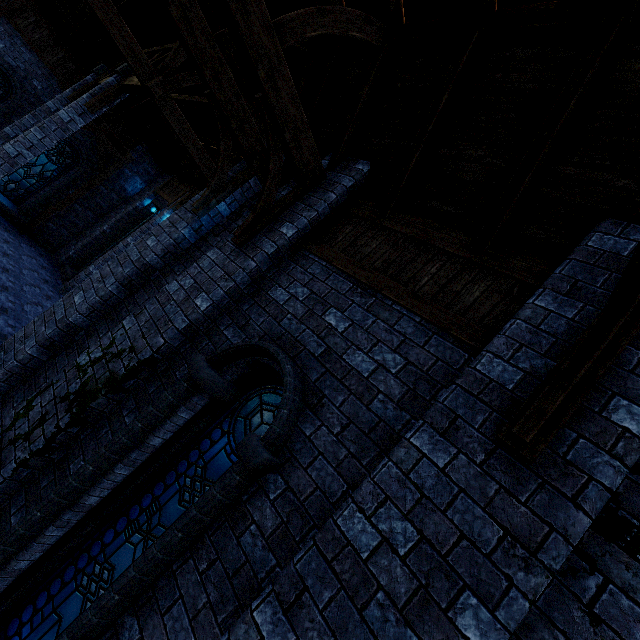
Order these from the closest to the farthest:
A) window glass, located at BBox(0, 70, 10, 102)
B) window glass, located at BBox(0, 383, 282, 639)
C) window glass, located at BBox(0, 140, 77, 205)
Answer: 1. window glass, located at BBox(0, 383, 282, 639)
2. window glass, located at BBox(0, 70, 10, 102)
3. window glass, located at BBox(0, 140, 77, 205)

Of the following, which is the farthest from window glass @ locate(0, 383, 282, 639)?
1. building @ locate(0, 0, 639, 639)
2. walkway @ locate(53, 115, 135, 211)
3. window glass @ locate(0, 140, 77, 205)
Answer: window glass @ locate(0, 140, 77, 205)

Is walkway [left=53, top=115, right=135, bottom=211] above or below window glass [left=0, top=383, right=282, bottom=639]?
above

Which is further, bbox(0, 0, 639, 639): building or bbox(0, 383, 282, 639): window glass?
bbox(0, 383, 282, 639): window glass

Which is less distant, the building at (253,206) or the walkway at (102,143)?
the building at (253,206)

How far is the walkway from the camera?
14.76m

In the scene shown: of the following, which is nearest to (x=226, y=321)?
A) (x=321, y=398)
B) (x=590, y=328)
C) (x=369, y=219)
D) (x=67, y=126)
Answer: (x=321, y=398)

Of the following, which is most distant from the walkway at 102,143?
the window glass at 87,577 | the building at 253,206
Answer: the window glass at 87,577
